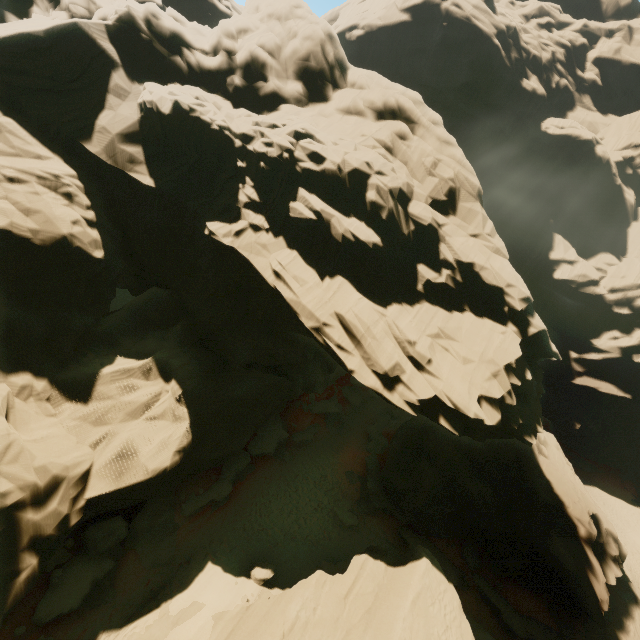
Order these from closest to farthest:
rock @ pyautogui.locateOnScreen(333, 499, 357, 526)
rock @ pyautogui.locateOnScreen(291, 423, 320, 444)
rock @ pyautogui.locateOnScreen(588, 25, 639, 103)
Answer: rock @ pyautogui.locateOnScreen(333, 499, 357, 526) < rock @ pyautogui.locateOnScreen(291, 423, 320, 444) < rock @ pyautogui.locateOnScreen(588, 25, 639, 103)

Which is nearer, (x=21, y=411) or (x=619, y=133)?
(x=21, y=411)

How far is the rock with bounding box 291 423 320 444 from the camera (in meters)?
27.86

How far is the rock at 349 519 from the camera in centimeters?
2300cm

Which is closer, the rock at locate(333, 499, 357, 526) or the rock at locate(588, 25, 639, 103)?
the rock at locate(333, 499, 357, 526)
